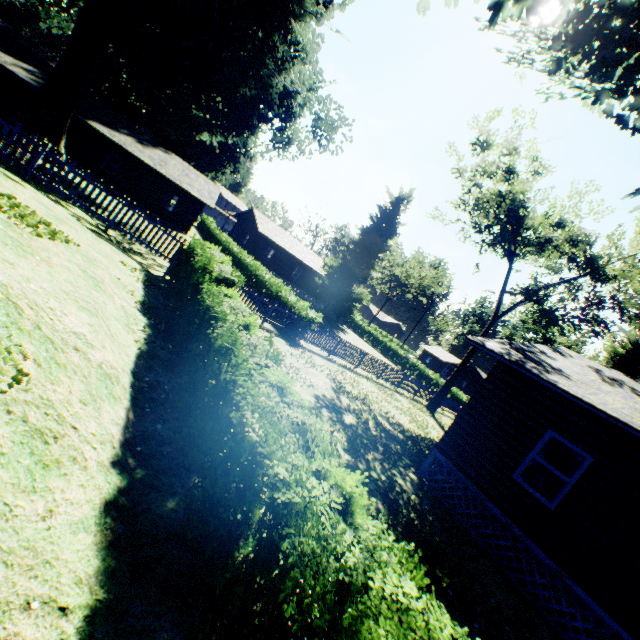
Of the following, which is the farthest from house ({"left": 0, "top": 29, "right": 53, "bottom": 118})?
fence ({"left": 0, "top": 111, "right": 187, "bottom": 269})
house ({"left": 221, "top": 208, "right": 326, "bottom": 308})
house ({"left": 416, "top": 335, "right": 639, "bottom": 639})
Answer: house ({"left": 416, "top": 335, "right": 639, "bottom": 639})

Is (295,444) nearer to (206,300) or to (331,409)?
(206,300)

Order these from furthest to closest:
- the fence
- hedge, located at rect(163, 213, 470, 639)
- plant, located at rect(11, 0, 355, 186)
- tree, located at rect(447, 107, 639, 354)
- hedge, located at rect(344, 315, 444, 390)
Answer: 1. hedge, located at rect(344, 315, 444, 390)
2. tree, located at rect(447, 107, 639, 354)
3. plant, located at rect(11, 0, 355, 186)
4. the fence
5. hedge, located at rect(163, 213, 470, 639)

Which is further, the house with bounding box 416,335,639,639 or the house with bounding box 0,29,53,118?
the house with bounding box 0,29,53,118

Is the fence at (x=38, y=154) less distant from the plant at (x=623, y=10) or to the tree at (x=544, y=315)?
the plant at (x=623, y=10)

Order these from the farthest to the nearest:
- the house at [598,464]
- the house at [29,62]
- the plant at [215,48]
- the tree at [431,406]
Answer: the tree at [431,406] < the house at [29,62] < the plant at [215,48] < the house at [598,464]

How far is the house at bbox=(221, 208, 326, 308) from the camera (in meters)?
40.66

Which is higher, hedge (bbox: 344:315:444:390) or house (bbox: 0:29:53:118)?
house (bbox: 0:29:53:118)
